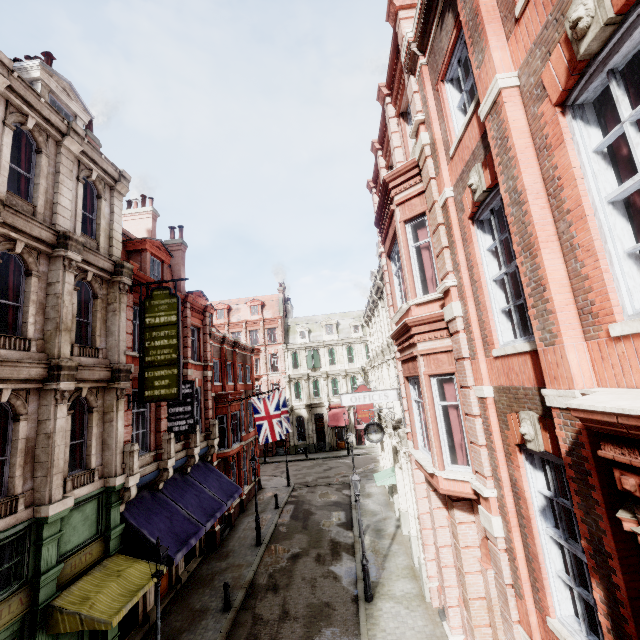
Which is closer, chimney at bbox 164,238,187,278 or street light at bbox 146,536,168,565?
A: street light at bbox 146,536,168,565

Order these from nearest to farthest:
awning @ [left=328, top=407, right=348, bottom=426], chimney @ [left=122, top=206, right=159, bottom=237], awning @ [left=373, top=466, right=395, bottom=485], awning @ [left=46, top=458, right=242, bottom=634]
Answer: awning @ [left=46, top=458, right=242, bottom=634]
awning @ [left=373, top=466, right=395, bottom=485]
chimney @ [left=122, top=206, right=159, bottom=237]
awning @ [left=328, top=407, right=348, bottom=426]

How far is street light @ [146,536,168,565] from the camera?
8.9m

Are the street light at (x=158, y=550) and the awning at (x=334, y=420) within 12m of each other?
no

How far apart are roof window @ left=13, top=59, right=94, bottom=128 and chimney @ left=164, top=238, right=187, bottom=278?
Answer: 7.9 meters

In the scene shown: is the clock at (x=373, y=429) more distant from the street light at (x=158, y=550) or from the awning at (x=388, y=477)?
the street light at (x=158, y=550)

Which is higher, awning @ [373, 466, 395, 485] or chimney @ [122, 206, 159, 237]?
chimney @ [122, 206, 159, 237]

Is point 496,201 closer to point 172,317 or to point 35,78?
point 172,317
